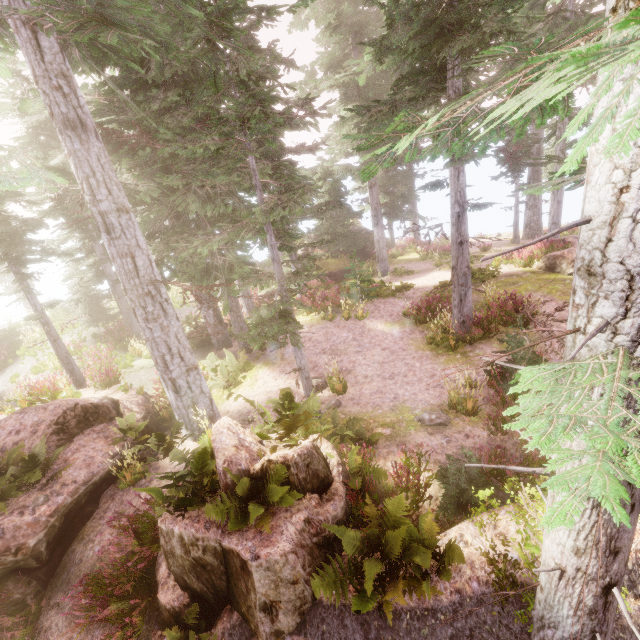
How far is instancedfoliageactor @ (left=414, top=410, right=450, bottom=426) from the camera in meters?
7.7

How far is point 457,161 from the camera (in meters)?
8.88

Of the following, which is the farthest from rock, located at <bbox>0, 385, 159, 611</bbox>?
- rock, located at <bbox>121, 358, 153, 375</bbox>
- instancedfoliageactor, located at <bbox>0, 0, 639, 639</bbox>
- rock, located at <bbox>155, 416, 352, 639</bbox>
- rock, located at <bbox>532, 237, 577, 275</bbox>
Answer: rock, located at <bbox>532, 237, 577, 275</bbox>

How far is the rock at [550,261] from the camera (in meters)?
14.12

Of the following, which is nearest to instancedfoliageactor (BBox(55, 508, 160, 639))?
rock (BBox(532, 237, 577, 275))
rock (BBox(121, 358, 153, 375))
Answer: rock (BBox(532, 237, 577, 275))

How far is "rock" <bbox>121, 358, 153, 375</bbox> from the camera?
14.8m

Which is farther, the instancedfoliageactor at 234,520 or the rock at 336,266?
the rock at 336,266

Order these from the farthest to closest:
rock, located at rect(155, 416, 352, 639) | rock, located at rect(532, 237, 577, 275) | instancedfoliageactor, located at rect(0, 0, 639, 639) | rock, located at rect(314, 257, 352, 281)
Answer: rock, located at rect(314, 257, 352, 281) < rock, located at rect(532, 237, 577, 275) < rock, located at rect(155, 416, 352, 639) < instancedfoliageactor, located at rect(0, 0, 639, 639)
